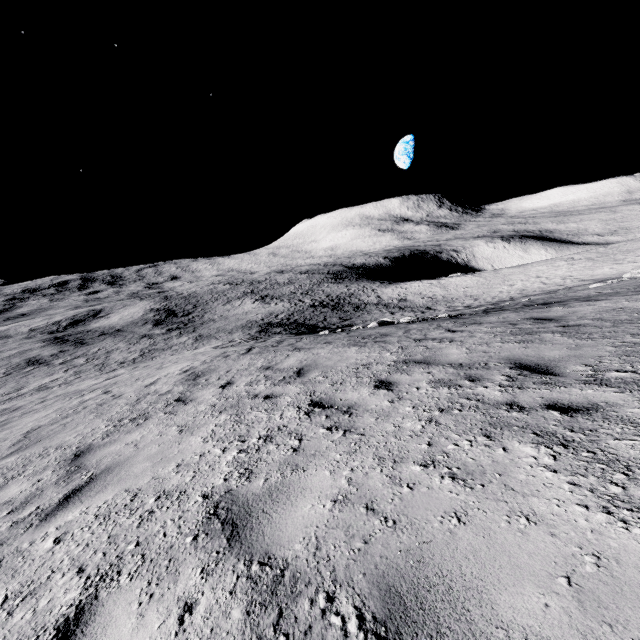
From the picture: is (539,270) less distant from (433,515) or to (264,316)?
(264,316)
